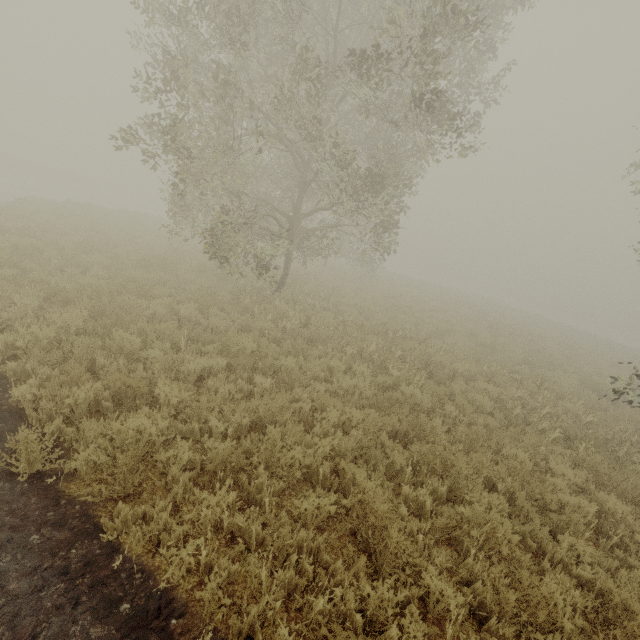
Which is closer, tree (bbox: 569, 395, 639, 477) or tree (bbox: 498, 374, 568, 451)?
Result: tree (bbox: 569, 395, 639, 477)

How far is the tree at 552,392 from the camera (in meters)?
7.60

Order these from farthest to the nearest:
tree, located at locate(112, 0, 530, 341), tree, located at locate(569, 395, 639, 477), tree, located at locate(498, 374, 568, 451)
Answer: tree, located at locate(112, 0, 530, 341) → tree, located at locate(498, 374, 568, 451) → tree, located at locate(569, 395, 639, 477)

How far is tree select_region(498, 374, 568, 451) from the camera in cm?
760

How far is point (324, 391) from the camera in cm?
723

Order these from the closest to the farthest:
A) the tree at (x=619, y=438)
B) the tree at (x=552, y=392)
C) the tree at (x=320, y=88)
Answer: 1. the tree at (x=619, y=438)
2. the tree at (x=552, y=392)
3. the tree at (x=320, y=88)
